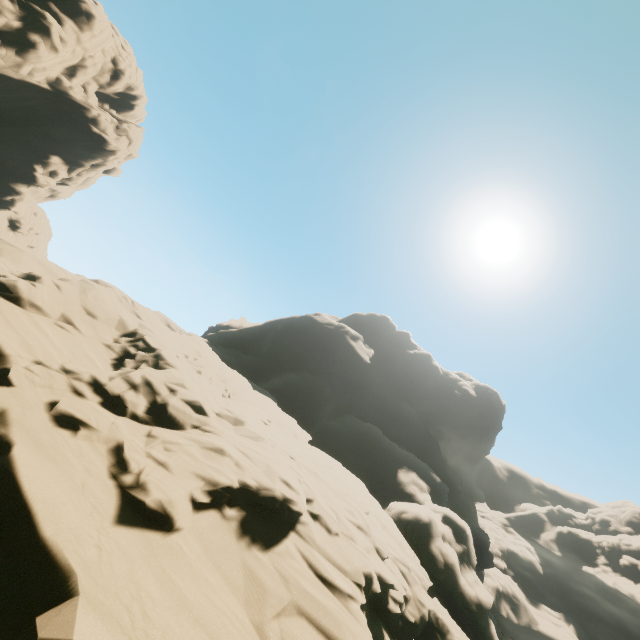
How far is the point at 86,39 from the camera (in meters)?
41.12
